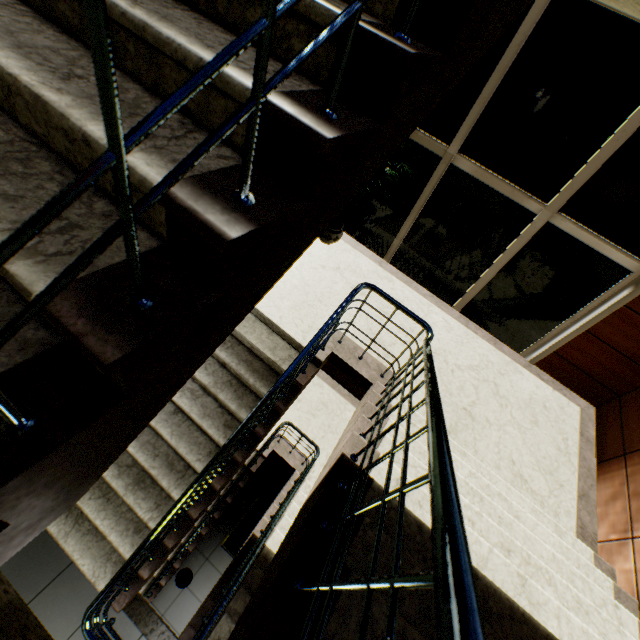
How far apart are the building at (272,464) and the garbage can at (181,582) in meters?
2.2

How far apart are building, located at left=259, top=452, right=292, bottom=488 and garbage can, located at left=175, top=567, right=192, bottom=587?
2.2m

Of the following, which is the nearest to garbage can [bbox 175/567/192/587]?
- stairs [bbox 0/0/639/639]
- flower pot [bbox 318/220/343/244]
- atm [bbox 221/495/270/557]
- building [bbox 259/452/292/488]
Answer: stairs [bbox 0/0/639/639]

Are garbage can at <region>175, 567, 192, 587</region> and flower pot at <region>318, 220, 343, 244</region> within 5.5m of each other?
no

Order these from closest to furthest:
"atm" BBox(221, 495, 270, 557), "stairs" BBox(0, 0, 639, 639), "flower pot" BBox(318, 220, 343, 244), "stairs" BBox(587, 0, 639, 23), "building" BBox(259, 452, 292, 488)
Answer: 1. "stairs" BBox(0, 0, 639, 639)
2. "stairs" BBox(587, 0, 639, 23)
3. "flower pot" BBox(318, 220, 343, 244)
4. "atm" BBox(221, 495, 270, 557)
5. "building" BBox(259, 452, 292, 488)

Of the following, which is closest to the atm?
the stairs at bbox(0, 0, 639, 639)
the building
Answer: the stairs at bbox(0, 0, 639, 639)

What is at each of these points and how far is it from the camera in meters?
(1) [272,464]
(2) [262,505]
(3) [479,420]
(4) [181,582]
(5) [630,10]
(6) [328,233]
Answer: (1) building, 7.0
(2) atm, 5.8
(3) stairs, 3.8
(4) garbage can, 5.5
(5) stairs, 2.4
(6) flower pot, 4.8

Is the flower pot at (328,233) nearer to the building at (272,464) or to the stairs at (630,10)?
the stairs at (630,10)
